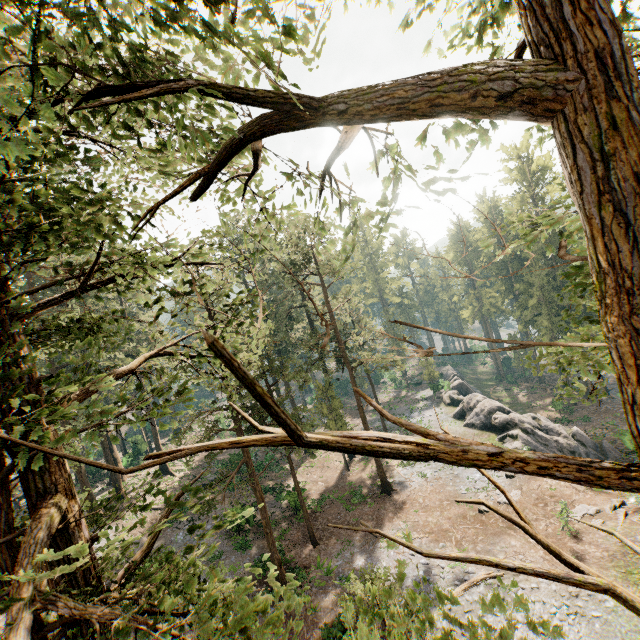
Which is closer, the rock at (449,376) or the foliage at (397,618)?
the foliage at (397,618)

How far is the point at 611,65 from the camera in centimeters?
125cm

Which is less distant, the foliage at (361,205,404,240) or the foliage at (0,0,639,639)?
the foliage at (0,0,639,639)

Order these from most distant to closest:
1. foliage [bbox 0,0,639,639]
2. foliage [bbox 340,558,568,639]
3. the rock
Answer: the rock
foliage [bbox 340,558,568,639]
foliage [bbox 0,0,639,639]

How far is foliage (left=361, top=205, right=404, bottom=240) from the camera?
3.1m

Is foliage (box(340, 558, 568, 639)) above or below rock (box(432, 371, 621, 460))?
above

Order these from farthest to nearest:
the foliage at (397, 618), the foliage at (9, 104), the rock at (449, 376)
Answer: the rock at (449, 376) < the foliage at (397, 618) < the foliage at (9, 104)

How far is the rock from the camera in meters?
29.9 m
